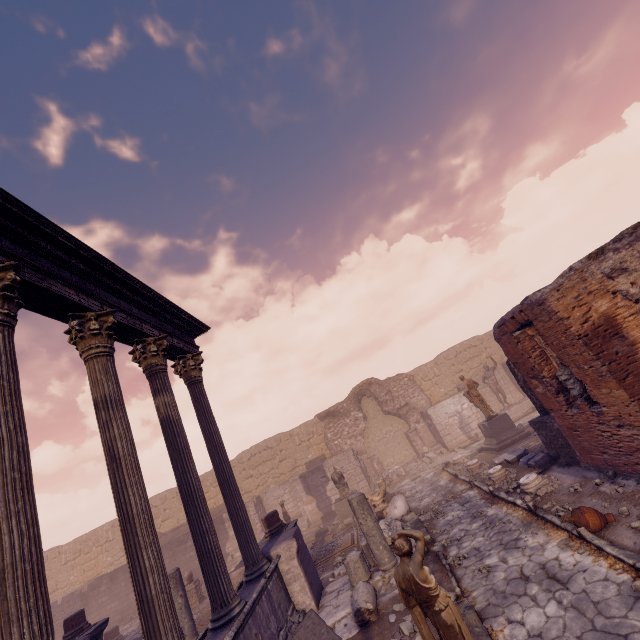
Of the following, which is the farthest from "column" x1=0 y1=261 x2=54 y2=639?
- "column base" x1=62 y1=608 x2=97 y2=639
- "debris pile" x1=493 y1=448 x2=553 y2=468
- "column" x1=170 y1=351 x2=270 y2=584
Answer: "debris pile" x1=493 y1=448 x2=553 y2=468

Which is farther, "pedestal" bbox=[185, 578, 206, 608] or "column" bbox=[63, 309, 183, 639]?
"pedestal" bbox=[185, 578, 206, 608]

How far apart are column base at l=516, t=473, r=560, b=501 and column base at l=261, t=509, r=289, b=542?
6.4m

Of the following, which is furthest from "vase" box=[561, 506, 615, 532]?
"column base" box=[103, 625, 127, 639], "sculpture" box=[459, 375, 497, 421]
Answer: "column base" box=[103, 625, 127, 639]

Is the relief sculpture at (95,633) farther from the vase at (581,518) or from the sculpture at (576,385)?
the sculpture at (576,385)

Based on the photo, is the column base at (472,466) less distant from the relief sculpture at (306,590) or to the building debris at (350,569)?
the building debris at (350,569)

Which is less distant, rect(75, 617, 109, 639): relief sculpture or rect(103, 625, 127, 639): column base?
rect(75, 617, 109, 639): relief sculpture

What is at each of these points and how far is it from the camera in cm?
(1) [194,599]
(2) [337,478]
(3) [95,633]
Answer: (1) pedestal, 1333
(2) sculpture, 1395
(3) relief sculpture, 942
